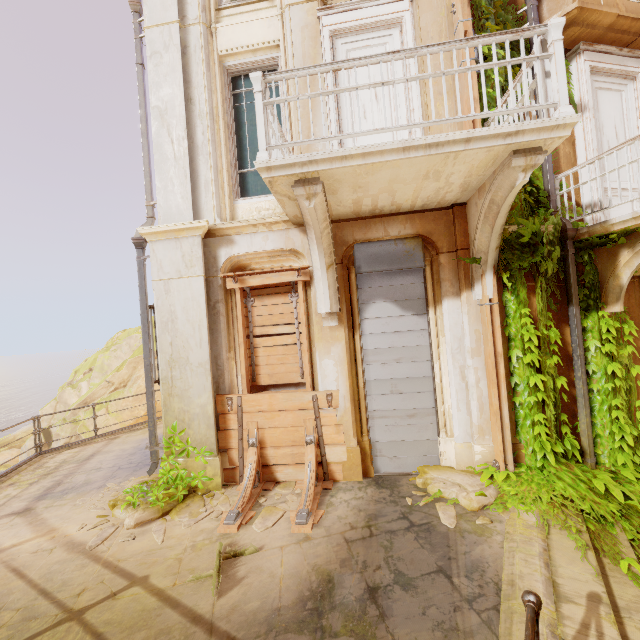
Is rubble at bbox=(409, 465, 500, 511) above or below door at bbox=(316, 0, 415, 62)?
below

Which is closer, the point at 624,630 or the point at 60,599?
the point at 624,630

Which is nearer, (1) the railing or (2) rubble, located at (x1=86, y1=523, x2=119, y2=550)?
(1) the railing

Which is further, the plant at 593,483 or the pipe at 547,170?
the pipe at 547,170

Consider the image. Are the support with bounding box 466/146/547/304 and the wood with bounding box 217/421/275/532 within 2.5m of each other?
no

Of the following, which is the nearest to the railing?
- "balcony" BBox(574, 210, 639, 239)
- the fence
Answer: "balcony" BBox(574, 210, 639, 239)

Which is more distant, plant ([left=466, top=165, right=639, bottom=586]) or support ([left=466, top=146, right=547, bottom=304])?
plant ([left=466, top=165, right=639, bottom=586])

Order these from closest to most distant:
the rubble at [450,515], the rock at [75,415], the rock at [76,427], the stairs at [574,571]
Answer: the stairs at [574,571], the rubble at [450,515], the rock at [76,427], the rock at [75,415]
